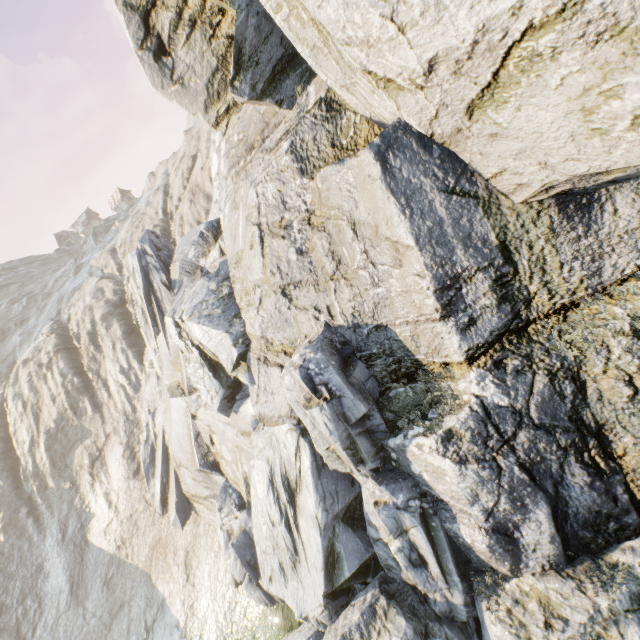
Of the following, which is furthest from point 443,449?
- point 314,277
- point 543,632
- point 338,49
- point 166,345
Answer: point 166,345
